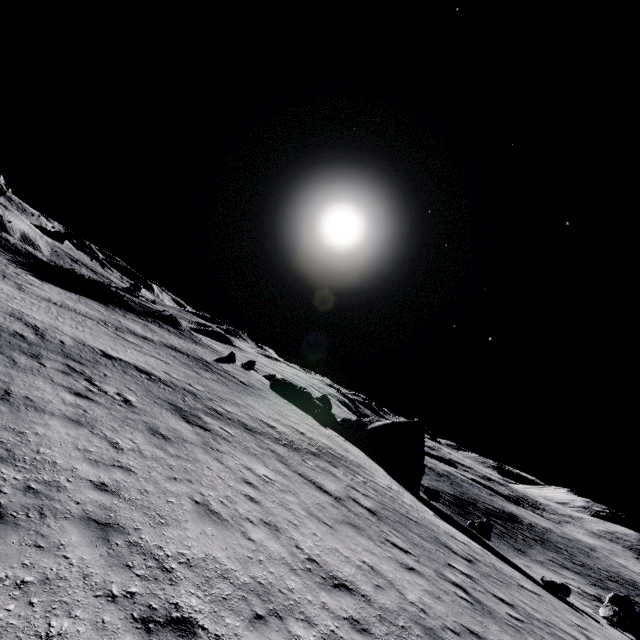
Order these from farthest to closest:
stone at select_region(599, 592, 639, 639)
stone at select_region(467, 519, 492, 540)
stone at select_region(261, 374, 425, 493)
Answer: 1. stone at select_region(261, 374, 425, 493)
2. stone at select_region(467, 519, 492, 540)
3. stone at select_region(599, 592, 639, 639)

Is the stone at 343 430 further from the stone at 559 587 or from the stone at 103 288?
the stone at 103 288

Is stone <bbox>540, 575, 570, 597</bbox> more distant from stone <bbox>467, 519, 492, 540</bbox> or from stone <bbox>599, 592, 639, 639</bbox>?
stone <bbox>467, 519, 492, 540</bbox>

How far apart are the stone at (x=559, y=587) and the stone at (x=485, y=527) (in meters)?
8.71

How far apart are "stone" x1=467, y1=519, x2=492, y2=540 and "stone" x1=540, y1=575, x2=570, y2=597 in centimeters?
871cm

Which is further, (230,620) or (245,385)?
(245,385)

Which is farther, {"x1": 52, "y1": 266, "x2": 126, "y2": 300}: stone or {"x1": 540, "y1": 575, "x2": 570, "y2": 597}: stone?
{"x1": 52, "y1": 266, "x2": 126, "y2": 300}: stone

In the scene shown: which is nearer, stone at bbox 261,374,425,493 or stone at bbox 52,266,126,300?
stone at bbox 261,374,425,493
